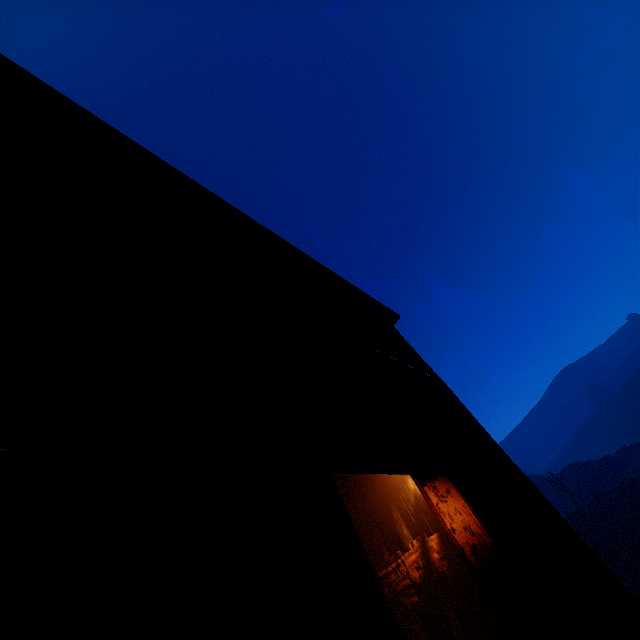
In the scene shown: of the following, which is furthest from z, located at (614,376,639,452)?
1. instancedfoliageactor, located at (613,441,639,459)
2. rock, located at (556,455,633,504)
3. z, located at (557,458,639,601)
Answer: rock, located at (556,455,633,504)

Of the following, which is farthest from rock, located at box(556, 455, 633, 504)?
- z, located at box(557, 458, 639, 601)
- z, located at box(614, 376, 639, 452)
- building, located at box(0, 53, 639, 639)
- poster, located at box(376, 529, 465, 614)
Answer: poster, located at box(376, 529, 465, 614)

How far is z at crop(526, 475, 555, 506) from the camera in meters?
43.6 m

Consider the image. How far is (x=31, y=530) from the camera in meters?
0.9

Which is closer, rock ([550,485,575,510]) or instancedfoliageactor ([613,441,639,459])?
rock ([550,485,575,510])

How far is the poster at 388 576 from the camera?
5.2 meters

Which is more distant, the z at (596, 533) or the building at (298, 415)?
the z at (596, 533)

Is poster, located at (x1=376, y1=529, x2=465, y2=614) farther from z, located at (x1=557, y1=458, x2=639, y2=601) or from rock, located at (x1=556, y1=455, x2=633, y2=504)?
rock, located at (x1=556, y1=455, x2=633, y2=504)
